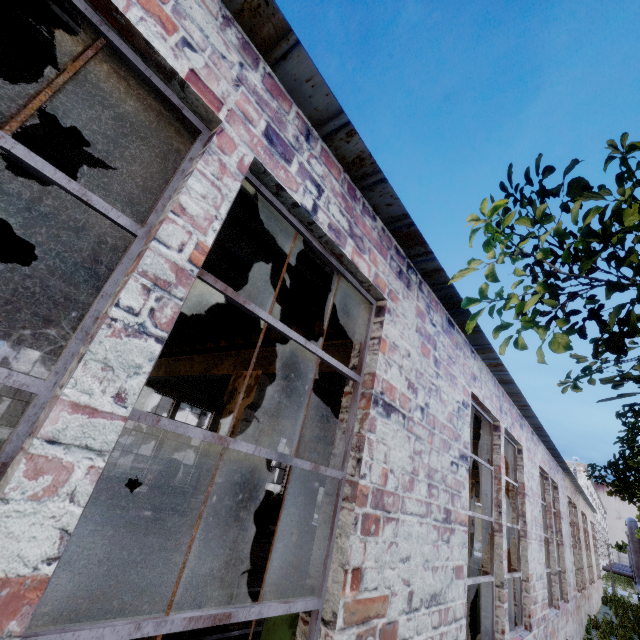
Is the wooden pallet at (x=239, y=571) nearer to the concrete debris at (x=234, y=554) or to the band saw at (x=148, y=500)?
the concrete debris at (x=234, y=554)

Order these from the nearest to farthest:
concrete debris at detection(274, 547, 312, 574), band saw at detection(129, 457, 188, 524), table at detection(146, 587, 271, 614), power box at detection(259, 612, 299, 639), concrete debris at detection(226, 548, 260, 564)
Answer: power box at detection(259, 612, 299, 639) < table at detection(146, 587, 271, 614) < concrete debris at detection(226, 548, 260, 564) < concrete debris at detection(274, 547, 312, 574) < band saw at detection(129, 457, 188, 524)

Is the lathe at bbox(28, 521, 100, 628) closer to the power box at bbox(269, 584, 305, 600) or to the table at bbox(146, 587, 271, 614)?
the table at bbox(146, 587, 271, 614)

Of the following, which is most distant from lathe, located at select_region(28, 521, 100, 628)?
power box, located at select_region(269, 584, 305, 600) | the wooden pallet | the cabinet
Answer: the cabinet

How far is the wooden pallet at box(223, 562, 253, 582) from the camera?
7.68m

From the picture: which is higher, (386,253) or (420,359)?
(386,253)

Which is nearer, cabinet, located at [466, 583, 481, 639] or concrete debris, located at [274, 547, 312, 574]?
cabinet, located at [466, 583, 481, 639]

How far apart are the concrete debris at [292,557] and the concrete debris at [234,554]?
0.8m
